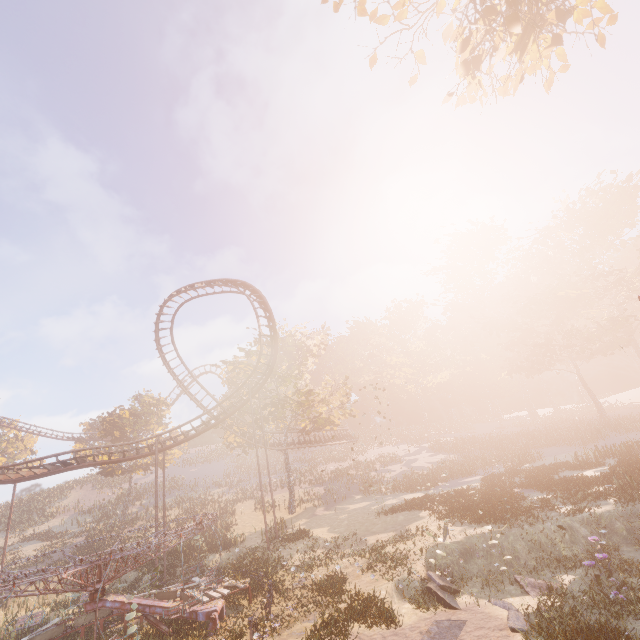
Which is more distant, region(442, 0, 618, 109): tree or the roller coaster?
the roller coaster

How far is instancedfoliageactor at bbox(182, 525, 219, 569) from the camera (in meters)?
23.58

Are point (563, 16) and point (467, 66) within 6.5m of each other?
yes

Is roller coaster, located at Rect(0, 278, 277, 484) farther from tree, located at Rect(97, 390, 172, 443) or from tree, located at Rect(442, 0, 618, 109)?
tree, located at Rect(442, 0, 618, 109)

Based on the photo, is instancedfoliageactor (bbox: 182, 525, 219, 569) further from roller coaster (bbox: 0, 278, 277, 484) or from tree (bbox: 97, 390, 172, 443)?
tree (bbox: 97, 390, 172, 443)

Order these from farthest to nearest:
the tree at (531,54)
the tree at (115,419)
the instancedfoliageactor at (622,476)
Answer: the tree at (115,419)
the instancedfoliageactor at (622,476)
the tree at (531,54)

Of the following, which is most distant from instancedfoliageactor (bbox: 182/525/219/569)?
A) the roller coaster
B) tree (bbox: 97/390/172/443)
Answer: tree (bbox: 97/390/172/443)

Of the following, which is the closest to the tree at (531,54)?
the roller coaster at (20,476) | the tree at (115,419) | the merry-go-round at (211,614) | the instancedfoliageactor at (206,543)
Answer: the merry-go-round at (211,614)
